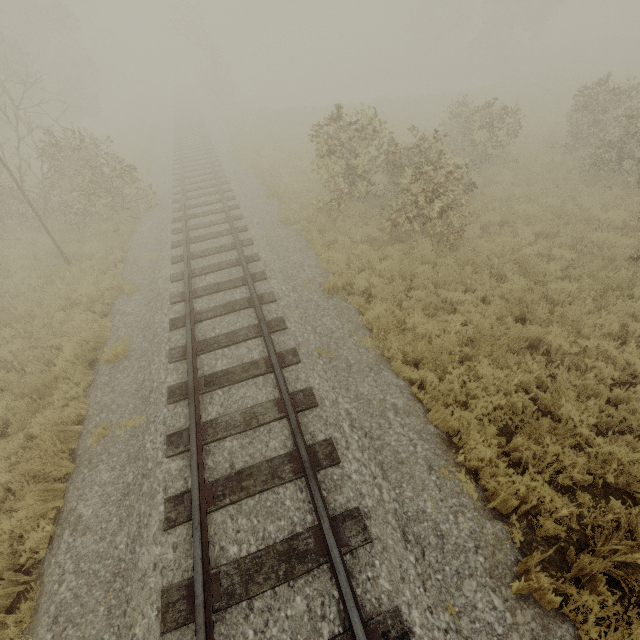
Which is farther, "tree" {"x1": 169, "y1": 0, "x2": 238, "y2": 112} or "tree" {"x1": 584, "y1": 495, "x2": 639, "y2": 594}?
"tree" {"x1": 169, "y1": 0, "x2": 238, "y2": 112}

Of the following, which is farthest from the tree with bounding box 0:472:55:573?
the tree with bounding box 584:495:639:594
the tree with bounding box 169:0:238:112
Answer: the tree with bounding box 169:0:238:112

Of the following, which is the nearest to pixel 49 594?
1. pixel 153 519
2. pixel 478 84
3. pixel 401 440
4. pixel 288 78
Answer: pixel 153 519

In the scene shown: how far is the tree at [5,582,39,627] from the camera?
3.9m

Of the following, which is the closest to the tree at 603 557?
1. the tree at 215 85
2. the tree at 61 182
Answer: the tree at 61 182

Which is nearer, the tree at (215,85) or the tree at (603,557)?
the tree at (603,557)

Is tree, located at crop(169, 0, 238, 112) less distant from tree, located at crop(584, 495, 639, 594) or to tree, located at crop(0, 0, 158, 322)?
tree, located at crop(0, 0, 158, 322)
